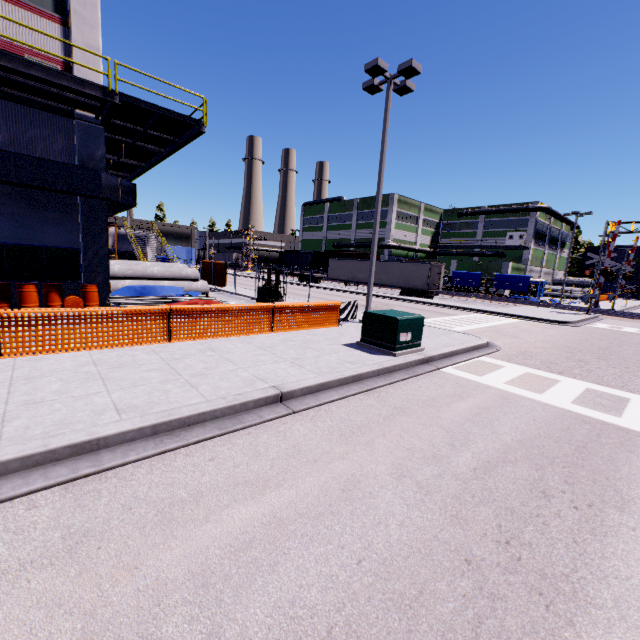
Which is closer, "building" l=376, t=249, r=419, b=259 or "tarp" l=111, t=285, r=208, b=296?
"tarp" l=111, t=285, r=208, b=296

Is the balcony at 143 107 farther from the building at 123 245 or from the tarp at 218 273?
the tarp at 218 273

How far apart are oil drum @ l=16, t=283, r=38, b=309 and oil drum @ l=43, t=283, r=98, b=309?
0.17m

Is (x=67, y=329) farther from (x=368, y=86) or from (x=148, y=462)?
(x=368, y=86)

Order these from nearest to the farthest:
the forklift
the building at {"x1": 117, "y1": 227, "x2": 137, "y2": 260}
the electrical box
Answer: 1. the electrical box
2. the forklift
3. the building at {"x1": 117, "y1": 227, "x2": 137, "y2": 260}

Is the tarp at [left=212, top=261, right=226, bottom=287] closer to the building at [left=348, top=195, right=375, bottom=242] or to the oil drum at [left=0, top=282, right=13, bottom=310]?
the building at [left=348, top=195, right=375, bottom=242]

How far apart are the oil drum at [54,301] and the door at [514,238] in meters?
59.1 m

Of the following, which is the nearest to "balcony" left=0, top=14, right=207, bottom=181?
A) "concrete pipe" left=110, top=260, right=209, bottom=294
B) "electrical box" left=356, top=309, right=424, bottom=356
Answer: "concrete pipe" left=110, top=260, right=209, bottom=294
